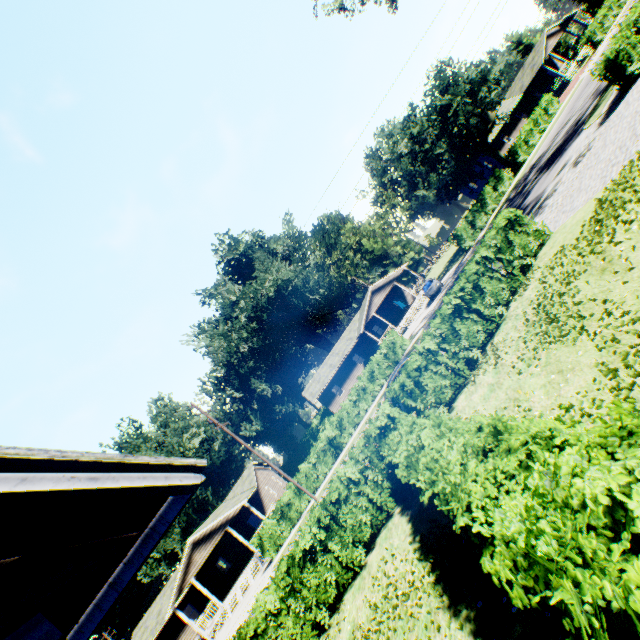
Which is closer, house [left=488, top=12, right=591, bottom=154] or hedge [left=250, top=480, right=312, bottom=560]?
hedge [left=250, top=480, right=312, bottom=560]

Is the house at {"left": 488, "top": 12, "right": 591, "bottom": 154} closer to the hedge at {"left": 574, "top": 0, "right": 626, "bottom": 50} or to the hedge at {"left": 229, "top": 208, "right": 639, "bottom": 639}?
the hedge at {"left": 574, "top": 0, "right": 626, "bottom": 50}

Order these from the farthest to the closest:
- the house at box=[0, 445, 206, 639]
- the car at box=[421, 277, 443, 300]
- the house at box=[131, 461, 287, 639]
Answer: Answer: the car at box=[421, 277, 443, 300], the house at box=[131, 461, 287, 639], the house at box=[0, 445, 206, 639]

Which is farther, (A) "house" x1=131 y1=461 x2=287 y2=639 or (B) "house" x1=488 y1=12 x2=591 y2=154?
(B) "house" x1=488 y1=12 x2=591 y2=154

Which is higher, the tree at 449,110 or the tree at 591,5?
the tree at 449,110

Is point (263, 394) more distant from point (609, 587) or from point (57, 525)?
point (609, 587)

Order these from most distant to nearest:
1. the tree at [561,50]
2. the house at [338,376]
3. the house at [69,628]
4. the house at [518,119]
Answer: the tree at [561,50] < the house at [518,119] < the house at [338,376] < the house at [69,628]

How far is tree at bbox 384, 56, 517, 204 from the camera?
31.6m
